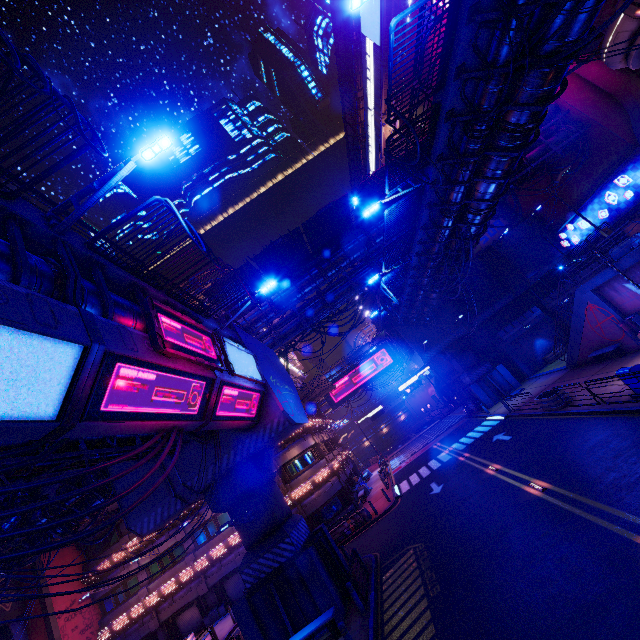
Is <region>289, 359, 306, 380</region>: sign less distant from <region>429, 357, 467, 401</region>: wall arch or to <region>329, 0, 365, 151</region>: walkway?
<region>329, 0, 365, 151</region>: walkway

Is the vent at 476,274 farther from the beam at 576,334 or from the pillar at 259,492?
the pillar at 259,492

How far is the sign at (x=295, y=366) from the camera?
42.9 meters

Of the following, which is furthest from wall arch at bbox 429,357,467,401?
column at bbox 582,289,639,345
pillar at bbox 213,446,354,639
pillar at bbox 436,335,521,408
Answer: pillar at bbox 213,446,354,639

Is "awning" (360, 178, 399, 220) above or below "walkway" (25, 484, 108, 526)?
above

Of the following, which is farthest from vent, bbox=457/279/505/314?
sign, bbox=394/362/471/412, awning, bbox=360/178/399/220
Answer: awning, bbox=360/178/399/220

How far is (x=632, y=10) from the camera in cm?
1430

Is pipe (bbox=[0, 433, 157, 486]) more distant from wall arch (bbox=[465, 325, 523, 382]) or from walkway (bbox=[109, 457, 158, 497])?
wall arch (bbox=[465, 325, 523, 382])
